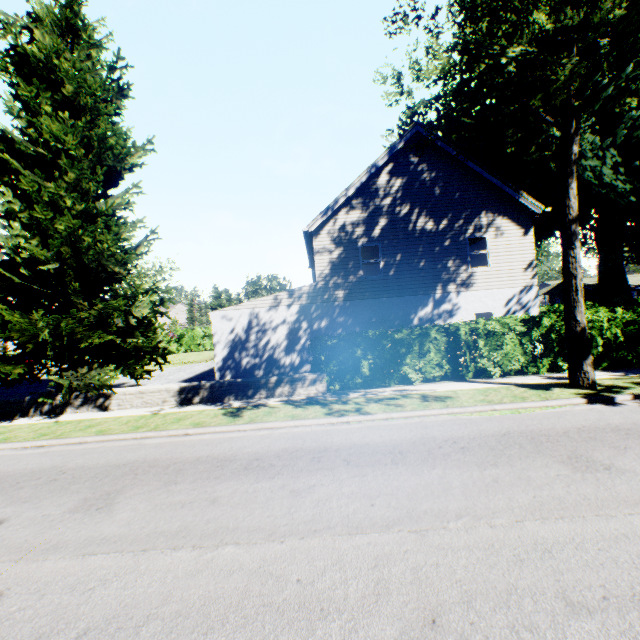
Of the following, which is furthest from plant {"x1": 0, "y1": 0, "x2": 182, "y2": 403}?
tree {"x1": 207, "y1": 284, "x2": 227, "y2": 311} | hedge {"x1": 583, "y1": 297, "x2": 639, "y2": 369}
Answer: hedge {"x1": 583, "y1": 297, "x2": 639, "y2": 369}

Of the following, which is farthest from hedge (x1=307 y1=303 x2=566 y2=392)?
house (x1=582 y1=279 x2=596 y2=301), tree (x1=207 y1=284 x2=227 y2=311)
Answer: house (x1=582 y1=279 x2=596 y2=301)

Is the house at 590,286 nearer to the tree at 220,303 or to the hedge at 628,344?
the hedge at 628,344

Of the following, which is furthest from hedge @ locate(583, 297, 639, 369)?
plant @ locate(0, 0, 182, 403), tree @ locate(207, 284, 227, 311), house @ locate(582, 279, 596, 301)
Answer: house @ locate(582, 279, 596, 301)

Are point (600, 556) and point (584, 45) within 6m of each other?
no

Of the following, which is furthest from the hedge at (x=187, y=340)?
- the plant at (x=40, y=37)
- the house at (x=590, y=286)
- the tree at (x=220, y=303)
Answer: the house at (x=590, y=286)

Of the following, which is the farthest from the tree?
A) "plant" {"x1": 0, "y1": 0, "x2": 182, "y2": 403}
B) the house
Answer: the house
